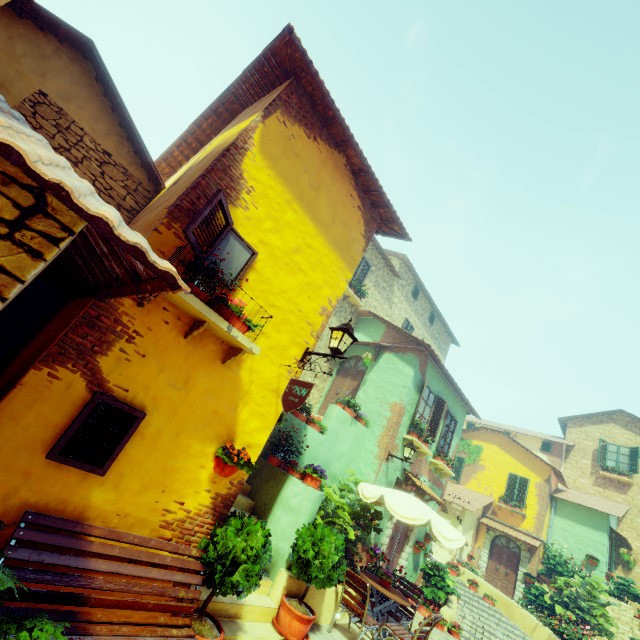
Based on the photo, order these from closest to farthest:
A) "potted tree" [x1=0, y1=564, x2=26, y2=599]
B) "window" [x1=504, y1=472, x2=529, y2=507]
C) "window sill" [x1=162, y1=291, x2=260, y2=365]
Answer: "potted tree" [x1=0, y1=564, x2=26, y2=599]
"window sill" [x1=162, y1=291, x2=260, y2=365]
"window" [x1=504, y1=472, x2=529, y2=507]

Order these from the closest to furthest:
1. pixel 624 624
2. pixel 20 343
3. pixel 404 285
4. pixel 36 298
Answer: pixel 20 343
pixel 36 298
pixel 624 624
pixel 404 285

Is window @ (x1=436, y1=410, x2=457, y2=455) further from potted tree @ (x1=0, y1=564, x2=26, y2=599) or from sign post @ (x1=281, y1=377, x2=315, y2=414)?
potted tree @ (x1=0, y1=564, x2=26, y2=599)

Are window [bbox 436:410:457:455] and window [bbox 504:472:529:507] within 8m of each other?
no

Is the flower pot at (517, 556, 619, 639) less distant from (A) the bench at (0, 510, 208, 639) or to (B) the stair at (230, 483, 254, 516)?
(B) the stair at (230, 483, 254, 516)

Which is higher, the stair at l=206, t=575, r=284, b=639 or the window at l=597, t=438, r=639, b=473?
the window at l=597, t=438, r=639, b=473

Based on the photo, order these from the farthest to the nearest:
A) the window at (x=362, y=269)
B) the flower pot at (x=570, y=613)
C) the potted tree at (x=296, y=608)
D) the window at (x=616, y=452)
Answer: the window at (x=616, y=452) → the window at (x=362, y=269) → the flower pot at (x=570, y=613) → the potted tree at (x=296, y=608)

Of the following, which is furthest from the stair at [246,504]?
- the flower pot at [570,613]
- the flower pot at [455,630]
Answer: the flower pot at [570,613]
